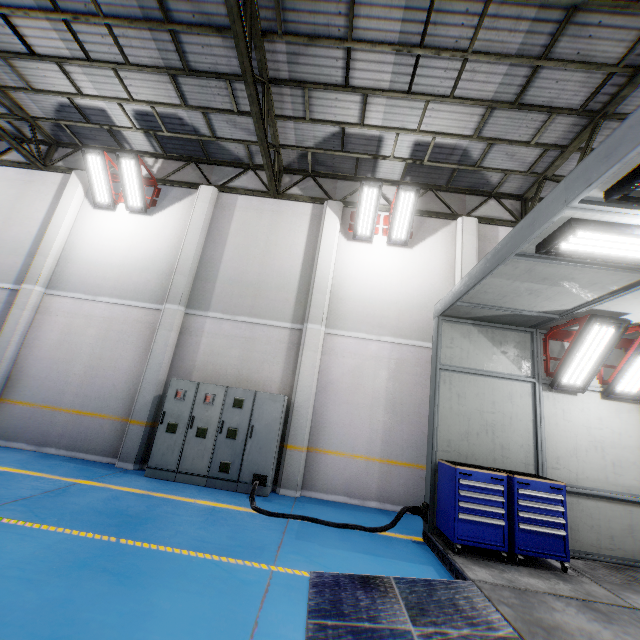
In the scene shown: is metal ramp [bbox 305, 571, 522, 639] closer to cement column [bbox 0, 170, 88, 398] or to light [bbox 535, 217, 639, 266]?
light [bbox 535, 217, 639, 266]

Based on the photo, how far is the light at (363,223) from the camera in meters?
8.6 m

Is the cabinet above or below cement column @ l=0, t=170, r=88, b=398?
below

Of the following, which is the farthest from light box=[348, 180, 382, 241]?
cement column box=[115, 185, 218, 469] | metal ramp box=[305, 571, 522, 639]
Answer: metal ramp box=[305, 571, 522, 639]

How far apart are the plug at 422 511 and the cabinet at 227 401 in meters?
A: 3.0 m

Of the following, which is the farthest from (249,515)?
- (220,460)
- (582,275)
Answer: (582,275)

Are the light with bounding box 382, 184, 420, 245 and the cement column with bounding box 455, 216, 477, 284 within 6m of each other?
yes

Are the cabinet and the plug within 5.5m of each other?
yes
